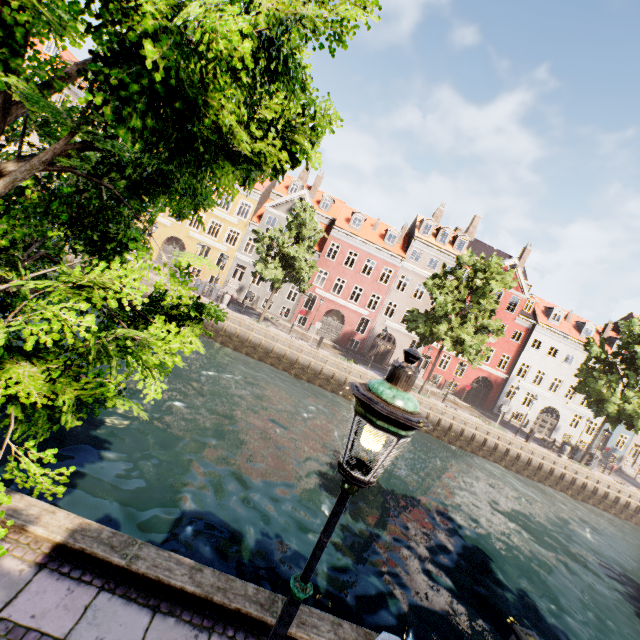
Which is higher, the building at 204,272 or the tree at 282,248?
the tree at 282,248

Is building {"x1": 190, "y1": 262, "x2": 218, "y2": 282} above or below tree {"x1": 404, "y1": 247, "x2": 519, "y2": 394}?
below

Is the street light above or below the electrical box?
above

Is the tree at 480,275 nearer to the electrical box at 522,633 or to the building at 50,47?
the building at 50,47

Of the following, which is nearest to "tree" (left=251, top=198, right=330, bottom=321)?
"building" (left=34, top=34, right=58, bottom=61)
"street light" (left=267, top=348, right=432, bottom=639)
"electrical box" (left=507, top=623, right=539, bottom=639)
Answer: "street light" (left=267, top=348, right=432, bottom=639)

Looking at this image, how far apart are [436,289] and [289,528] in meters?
19.7

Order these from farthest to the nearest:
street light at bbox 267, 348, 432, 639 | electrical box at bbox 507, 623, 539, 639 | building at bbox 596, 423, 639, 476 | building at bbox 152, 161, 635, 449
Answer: building at bbox 596, 423, 639, 476 < building at bbox 152, 161, 635, 449 < electrical box at bbox 507, 623, 539, 639 < street light at bbox 267, 348, 432, 639

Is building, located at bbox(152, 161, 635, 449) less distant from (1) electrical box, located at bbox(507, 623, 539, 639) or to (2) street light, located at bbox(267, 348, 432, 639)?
(2) street light, located at bbox(267, 348, 432, 639)
